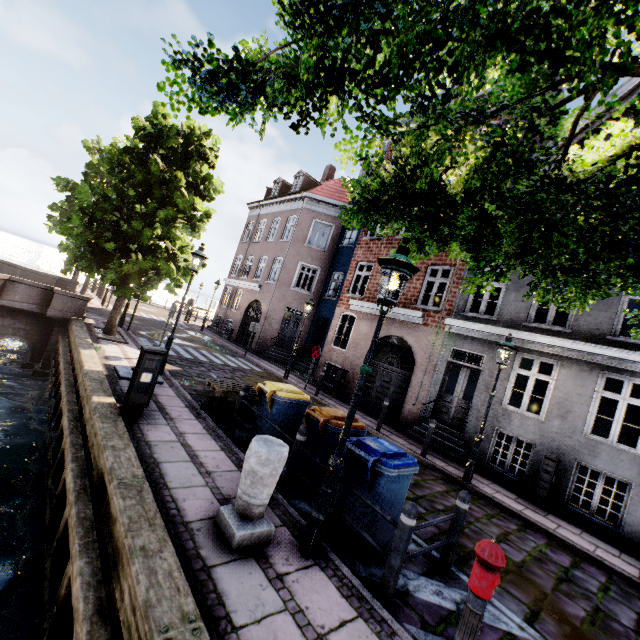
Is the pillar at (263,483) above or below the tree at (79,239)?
below

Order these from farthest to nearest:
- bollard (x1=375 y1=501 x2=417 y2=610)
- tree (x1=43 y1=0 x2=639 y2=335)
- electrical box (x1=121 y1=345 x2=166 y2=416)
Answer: electrical box (x1=121 y1=345 x2=166 y2=416) → bollard (x1=375 y1=501 x2=417 y2=610) → tree (x1=43 y1=0 x2=639 y2=335)

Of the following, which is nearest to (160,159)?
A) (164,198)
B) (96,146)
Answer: (164,198)

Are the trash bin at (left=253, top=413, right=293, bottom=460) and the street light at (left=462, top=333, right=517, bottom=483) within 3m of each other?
no

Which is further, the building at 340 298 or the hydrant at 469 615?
the building at 340 298

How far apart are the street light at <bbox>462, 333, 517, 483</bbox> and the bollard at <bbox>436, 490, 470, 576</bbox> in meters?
4.3

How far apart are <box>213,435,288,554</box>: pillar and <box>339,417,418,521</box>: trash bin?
0.9m
